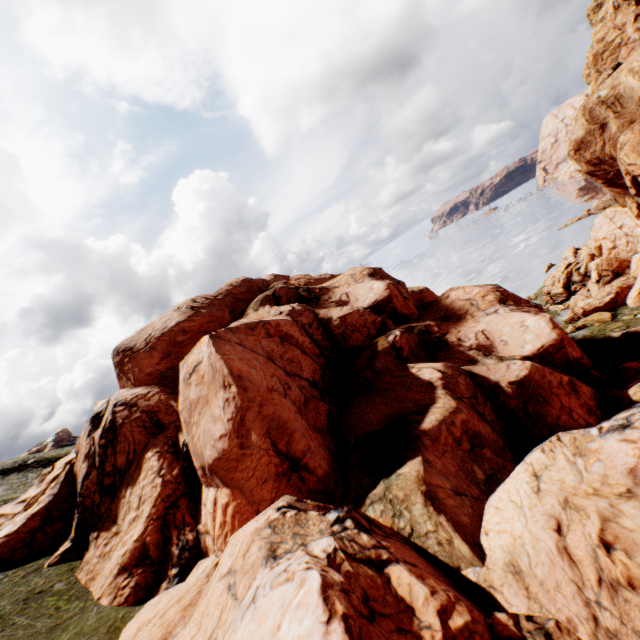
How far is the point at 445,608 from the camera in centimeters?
772cm
